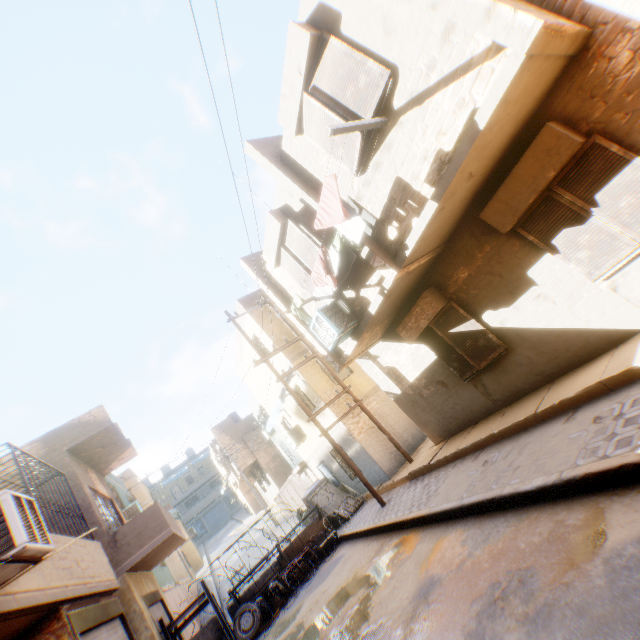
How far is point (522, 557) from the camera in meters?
3.7

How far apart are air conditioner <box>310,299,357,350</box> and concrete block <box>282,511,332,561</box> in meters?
9.5

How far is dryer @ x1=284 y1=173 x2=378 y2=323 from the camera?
5.00m

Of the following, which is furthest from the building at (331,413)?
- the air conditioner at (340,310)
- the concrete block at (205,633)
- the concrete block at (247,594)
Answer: the concrete block at (247,594)

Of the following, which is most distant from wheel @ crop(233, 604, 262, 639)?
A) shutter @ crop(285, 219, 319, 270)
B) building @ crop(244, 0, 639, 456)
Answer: shutter @ crop(285, 219, 319, 270)

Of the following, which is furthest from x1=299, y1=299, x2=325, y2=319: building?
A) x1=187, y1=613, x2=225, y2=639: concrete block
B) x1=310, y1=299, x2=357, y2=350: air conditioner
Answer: x1=187, y1=613, x2=225, y2=639: concrete block

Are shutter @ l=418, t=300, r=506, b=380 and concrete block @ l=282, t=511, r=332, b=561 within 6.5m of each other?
no

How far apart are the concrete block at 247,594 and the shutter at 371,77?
14.5m
